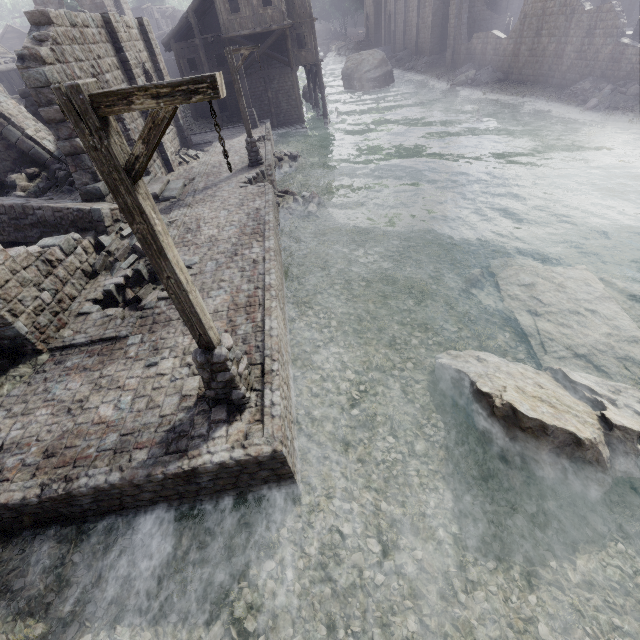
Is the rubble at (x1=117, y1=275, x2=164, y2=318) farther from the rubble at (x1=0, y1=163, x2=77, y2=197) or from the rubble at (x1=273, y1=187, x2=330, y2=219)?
Result: the rubble at (x1=0, y1=163, x2=77, y2=197)

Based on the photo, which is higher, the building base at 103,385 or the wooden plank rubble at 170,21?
the wooden plank rubble at 170,21

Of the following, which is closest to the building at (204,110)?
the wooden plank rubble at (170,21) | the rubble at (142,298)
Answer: the wooden plank rubble at (170,21)

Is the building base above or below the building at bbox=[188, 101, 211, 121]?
below

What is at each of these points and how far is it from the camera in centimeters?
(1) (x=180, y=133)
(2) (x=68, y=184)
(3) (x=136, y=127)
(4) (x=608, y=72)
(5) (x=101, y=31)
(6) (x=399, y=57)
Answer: (1) building, 2138cm
(2) rubble, 1563cm
(3) building, 1537cm
(4) building, 2166cm
(5) building, 1373cm
(6) rubble, 4541cm

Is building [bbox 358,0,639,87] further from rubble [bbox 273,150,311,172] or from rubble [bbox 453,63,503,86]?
rubble [bbox 273,150,311,172]

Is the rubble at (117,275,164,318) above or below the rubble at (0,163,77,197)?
below

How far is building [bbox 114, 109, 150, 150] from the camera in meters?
14.3
